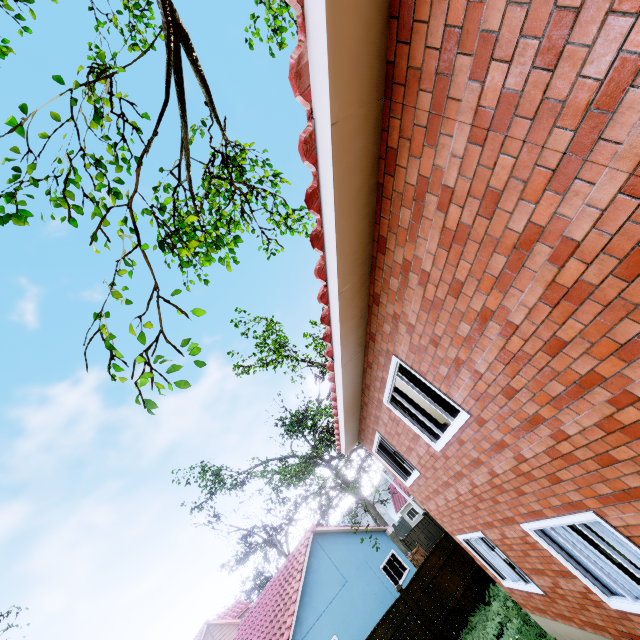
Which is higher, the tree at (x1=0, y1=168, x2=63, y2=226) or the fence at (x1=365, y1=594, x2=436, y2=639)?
the tree at (x1=0, y1=168, x2=63, y2=226)

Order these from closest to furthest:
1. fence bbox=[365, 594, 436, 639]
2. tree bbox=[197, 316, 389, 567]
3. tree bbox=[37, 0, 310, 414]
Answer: tree bbox=[37, 0, 310, 414], fence bbox=[365, 594, 436, 639], tree bbox=[197, 316, 389, 567]

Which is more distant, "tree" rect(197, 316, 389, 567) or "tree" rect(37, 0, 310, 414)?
"tree" rect(197, 316, 389, 567)

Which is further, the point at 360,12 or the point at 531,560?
the point at 531,560

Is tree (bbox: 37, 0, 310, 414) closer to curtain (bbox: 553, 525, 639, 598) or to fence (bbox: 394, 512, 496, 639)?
fence (bbox: 394, 512, 496, 639)

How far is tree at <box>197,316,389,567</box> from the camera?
15.88m

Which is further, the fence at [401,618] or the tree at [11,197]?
the fence at [401,618]

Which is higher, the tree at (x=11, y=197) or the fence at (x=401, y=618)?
the tree at (x=11, y=197)
